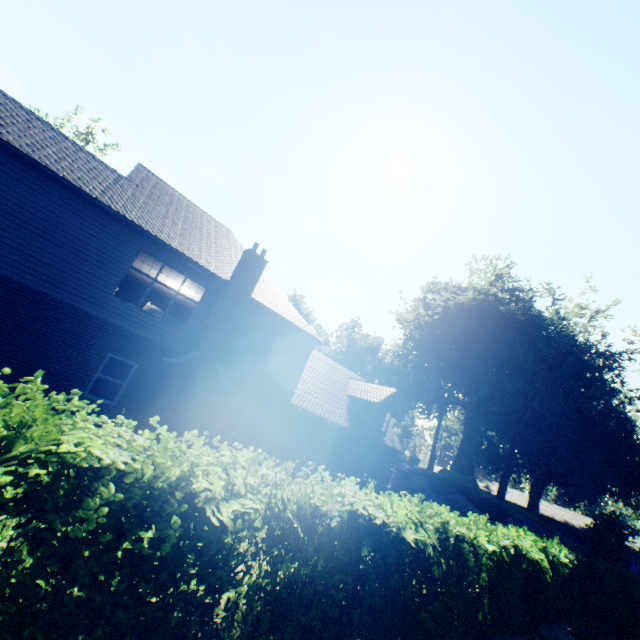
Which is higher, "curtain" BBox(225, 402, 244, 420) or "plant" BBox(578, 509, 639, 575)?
"plant" BBox(578, 509, 639, 575)

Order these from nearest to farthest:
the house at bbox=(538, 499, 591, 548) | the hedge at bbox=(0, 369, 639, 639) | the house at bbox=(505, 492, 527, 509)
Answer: the hedge at bbox=(0, 369, 639, 639) < the house at bbox=(538, 499, 591, 548) < the house at bbox=(505, 492, 527, 509)

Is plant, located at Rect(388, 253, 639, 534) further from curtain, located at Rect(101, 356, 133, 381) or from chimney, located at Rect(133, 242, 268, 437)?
curtain, located at Rect(101, 356, 133, 381)

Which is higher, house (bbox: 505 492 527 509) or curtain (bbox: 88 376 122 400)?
house (bbox: 505 492 527 509)

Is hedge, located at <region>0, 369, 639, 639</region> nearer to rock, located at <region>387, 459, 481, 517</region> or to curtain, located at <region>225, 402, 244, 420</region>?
curtain, located at <region>225, 402, 244, 420</region>

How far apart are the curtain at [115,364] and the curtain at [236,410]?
3.9m

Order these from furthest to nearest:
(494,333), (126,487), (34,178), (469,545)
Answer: (494,333)
(34,178)
(469,545)
(126,487)

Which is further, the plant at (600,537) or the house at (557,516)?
the house at (557,516)
